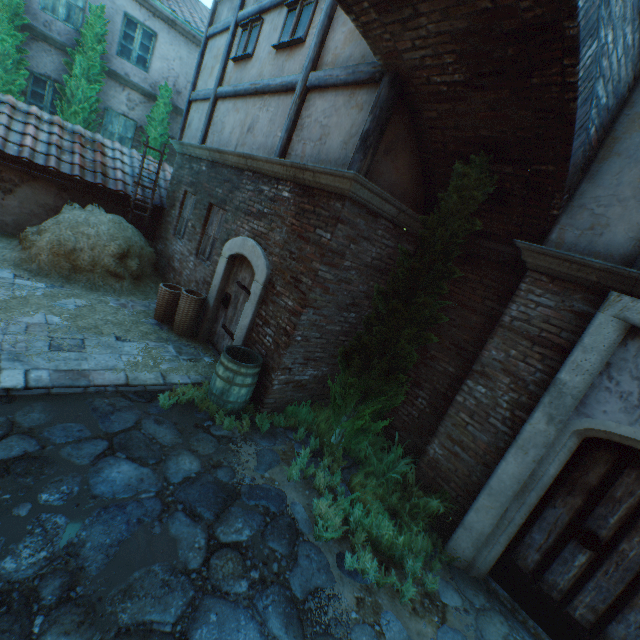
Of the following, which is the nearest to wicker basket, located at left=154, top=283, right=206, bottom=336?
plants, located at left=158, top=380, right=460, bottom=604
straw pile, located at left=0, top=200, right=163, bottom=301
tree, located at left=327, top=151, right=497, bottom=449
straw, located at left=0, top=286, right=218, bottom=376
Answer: straw, located at left=0, top=286, right=218, bottom=376

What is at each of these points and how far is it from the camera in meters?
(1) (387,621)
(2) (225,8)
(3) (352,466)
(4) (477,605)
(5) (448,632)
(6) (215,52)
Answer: (1) ground stones, 3.1 m
(2) building, 8.4 m
(3) ground stones, 5.1 m
(4) ground stones, 3.7 m
(5) ground stones, 3.2 m
(6) building, 8.5 m

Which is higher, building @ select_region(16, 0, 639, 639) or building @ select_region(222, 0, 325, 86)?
→ building @ select_region(222, 0, 325, 86)

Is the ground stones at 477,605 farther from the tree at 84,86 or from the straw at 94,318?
the tree at 84,86

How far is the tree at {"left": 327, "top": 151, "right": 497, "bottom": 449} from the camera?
4.1m

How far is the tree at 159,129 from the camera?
11.52m

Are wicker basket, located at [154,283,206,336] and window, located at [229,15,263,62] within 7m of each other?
yes

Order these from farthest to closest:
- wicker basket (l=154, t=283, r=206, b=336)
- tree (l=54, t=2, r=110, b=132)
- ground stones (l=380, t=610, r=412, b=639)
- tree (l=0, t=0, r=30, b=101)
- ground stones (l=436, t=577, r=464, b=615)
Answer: tree (l=54, t=2, r=110, b=132), tree (l=0, t=0, r=30, b=101), wicker basket (l=154, t=283, r=206, b=336), ground stones (l=436, t=577, r=464, b=615), ground stones (l=380, t=610, r=412, b=639)
